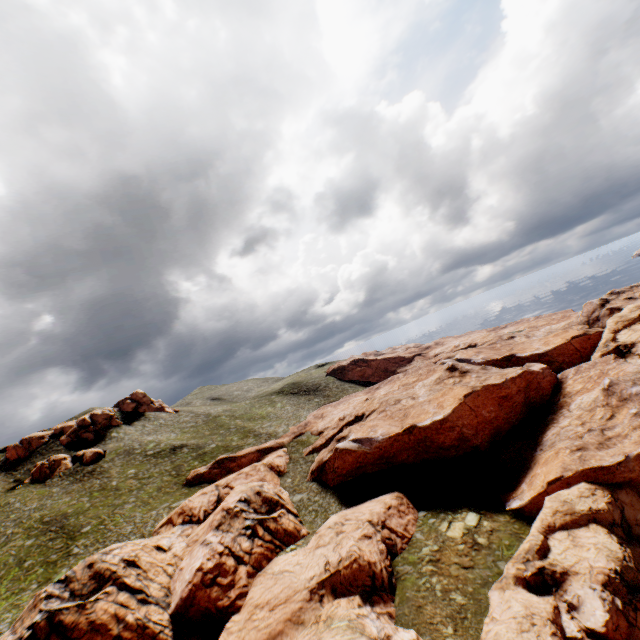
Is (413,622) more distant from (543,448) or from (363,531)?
(543,448)

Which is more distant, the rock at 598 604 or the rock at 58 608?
the rock at 58 608

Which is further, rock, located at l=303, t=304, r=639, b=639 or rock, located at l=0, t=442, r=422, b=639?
rock, located at l=0, t=442, r=422, b=639
